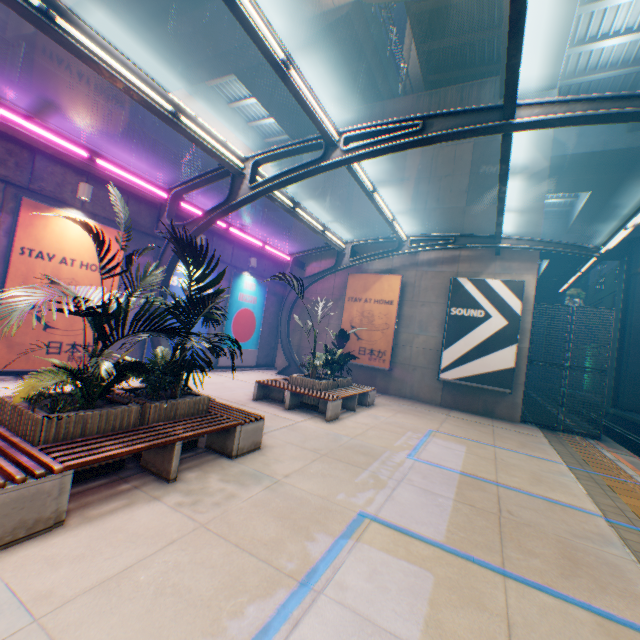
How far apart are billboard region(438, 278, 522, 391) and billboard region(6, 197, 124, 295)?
12.13m

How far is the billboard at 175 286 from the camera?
11.81m

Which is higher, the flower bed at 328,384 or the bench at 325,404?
the flower bed at 328,384

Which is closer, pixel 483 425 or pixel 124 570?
pixel 124 570

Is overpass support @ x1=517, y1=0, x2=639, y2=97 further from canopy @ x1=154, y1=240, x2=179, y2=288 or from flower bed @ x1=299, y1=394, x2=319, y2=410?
flower bed @ x1=299, y1=394, x2=319, y2=410

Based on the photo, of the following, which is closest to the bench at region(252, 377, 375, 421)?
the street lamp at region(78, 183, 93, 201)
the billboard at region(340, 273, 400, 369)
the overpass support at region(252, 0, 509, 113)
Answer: the billboard at region(340, 273, 400, 369)

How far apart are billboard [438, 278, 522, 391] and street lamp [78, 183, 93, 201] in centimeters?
1294cm

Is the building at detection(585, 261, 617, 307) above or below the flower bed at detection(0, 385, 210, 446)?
above
